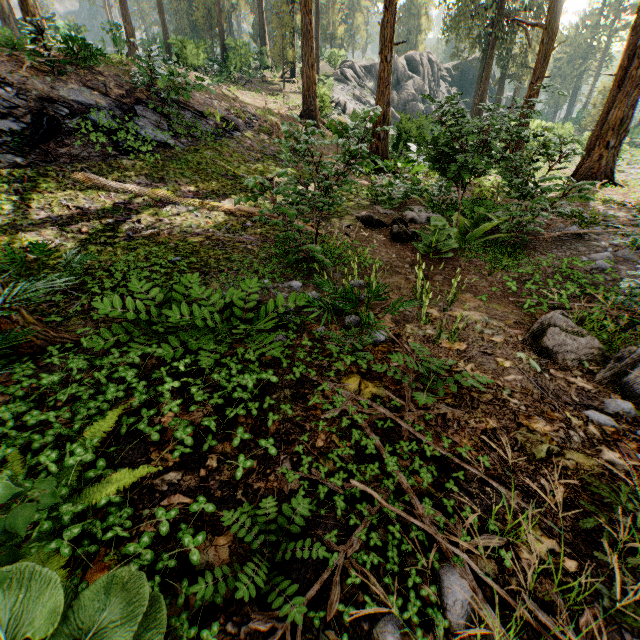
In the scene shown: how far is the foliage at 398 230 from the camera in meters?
6.8

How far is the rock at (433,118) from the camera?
18.8 meters

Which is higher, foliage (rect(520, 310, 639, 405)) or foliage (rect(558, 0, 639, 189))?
foliage (rect(558, 0, 639, 189))

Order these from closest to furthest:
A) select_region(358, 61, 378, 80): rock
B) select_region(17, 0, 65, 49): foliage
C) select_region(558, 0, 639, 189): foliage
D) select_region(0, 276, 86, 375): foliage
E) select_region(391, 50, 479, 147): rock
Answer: select_region(0, 276, 86, 375): foliage, select_region(17, 0, 65, 49): foliage, select_region(558, 0, 639, 189): foliage, select_region(391, 50, 479, 147): rock, select_region(358, 61, 378, 80): rock

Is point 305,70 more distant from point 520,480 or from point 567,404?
point 520,480

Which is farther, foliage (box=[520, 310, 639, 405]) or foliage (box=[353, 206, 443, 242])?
foliage (box=[353, 206, 443, 242])
